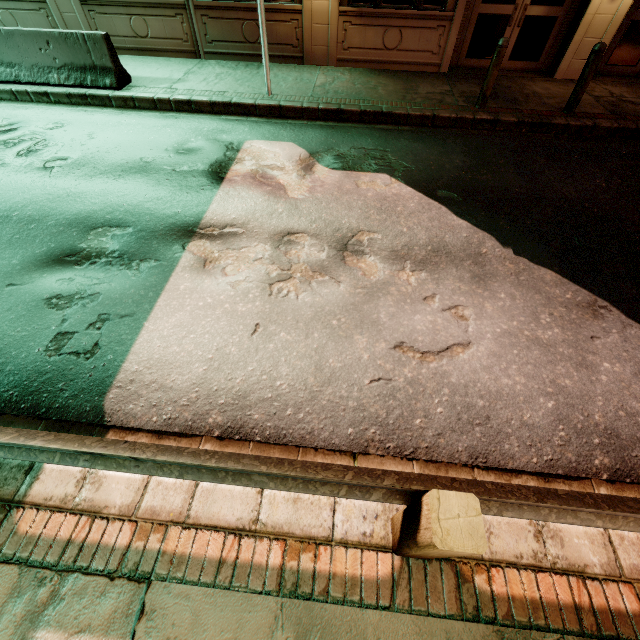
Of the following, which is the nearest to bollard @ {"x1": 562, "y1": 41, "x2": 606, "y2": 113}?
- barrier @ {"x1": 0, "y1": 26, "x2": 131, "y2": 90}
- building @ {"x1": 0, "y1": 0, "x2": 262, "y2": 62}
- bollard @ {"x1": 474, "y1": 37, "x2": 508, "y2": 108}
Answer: bollard @ {"x1": 474, "y1": 37, "x2": 508, "y2": 108}

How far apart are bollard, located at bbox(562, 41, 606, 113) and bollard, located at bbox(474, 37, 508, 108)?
1.7m

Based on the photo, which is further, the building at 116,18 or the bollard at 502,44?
the building at 116,18

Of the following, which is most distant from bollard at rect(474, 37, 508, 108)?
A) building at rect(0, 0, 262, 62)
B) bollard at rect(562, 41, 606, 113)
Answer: building at rect(0, 0, 262, 62)

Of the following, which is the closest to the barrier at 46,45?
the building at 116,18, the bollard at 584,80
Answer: the building at 116,18

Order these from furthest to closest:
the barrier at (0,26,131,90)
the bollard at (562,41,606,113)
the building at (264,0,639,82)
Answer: the building at (264,0,639,82), the barrier at (0,26,131,90), the bollard at (562,41,606,113)

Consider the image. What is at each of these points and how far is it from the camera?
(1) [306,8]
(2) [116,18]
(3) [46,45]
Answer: (1) building, 8.3m
(2) building, 8.8m
(3) barrier, 7.3m

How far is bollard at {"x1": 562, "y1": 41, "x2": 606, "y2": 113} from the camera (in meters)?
6.50
